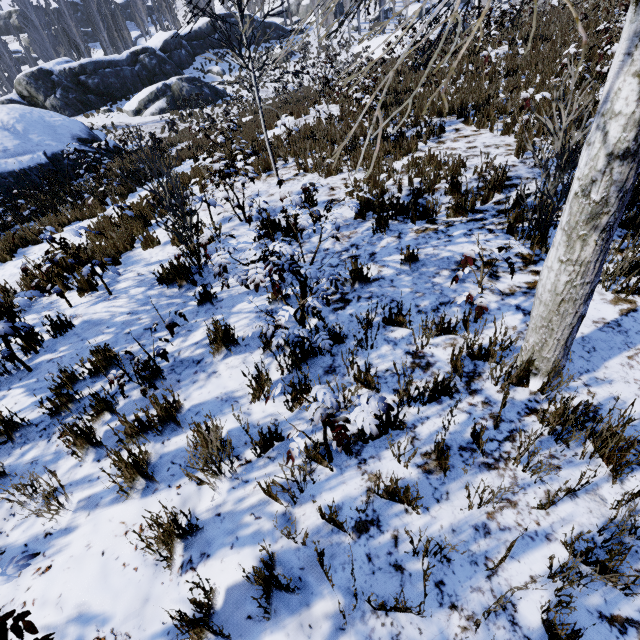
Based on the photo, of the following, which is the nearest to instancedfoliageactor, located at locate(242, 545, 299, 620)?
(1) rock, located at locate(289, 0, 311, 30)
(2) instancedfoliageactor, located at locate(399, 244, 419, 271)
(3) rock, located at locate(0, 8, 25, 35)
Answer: (1) rock, located at locate(289, 0, 311, 30)

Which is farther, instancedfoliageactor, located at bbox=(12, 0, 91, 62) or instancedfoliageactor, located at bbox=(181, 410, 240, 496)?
instancedfoliageactor, located at bbox=(12, 0, 91, 62)

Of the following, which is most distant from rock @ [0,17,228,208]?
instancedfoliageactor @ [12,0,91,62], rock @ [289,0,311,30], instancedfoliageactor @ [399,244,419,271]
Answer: instancedfoliageactor @ [399,244,419,271]

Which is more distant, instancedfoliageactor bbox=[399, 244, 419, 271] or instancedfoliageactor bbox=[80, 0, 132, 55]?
instancedfoliageactor bbox=[80, 0, 132, 55]

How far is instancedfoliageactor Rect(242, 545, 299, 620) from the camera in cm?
169

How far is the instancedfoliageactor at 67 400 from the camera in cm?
307

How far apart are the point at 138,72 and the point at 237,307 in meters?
38.0

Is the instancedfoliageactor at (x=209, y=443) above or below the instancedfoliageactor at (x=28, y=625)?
below
